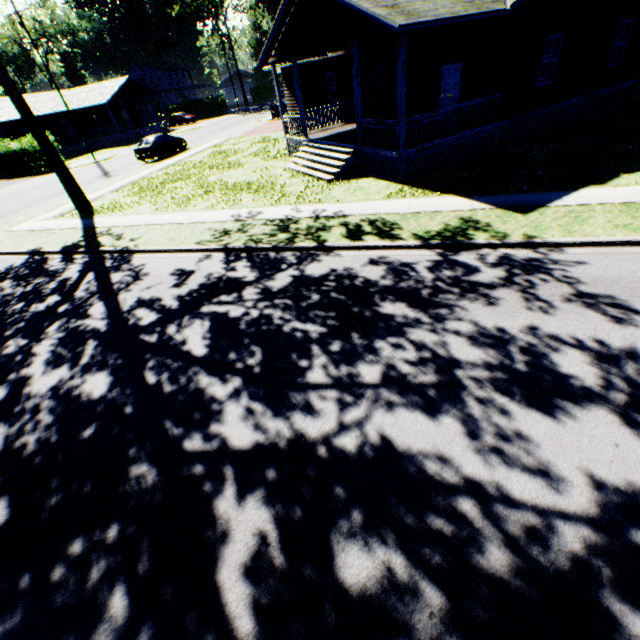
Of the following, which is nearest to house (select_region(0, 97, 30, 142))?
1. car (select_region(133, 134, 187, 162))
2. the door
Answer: car (select_region(133, 134, 187, 162))

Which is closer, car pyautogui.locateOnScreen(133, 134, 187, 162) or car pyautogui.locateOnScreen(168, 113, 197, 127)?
car pyautogui.locateOnScreen(133, 134, 187, 162)

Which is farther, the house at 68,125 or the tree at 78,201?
the house at 68,125

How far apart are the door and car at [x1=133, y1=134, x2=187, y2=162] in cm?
2092

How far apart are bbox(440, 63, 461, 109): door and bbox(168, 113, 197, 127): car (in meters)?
48.41

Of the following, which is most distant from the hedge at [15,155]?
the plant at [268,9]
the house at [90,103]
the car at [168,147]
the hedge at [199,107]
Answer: the hedge at [199,107]

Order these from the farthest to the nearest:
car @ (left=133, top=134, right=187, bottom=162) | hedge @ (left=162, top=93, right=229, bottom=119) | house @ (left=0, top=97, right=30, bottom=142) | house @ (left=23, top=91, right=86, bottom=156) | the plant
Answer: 1. hedge @ (left=162, top=93, right=229, bottom=119)
2. house @ (left=23, top=91, right=86, bottom=156)
3. house @ (left=0, top=97, right=30, bottom=142)
4. the plant
5. car @ (left=133, top=134, right=187, bottom=162)

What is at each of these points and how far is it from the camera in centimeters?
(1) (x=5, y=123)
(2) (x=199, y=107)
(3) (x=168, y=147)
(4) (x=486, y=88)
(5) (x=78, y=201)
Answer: (1) house, 3394cm
(2) hedge, 5516cm
(3) car, 2594cm
(4) house, 1282cm
(5) tree, 1566cm
